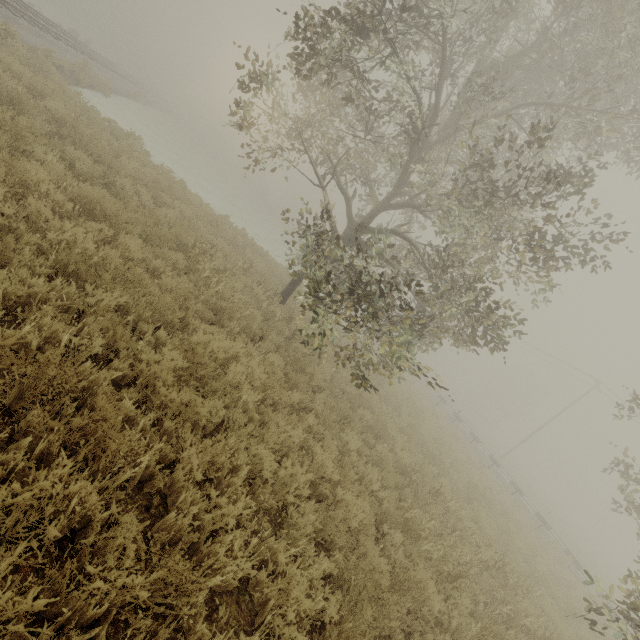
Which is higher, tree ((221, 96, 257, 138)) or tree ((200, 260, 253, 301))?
tree ((221, 96, 257, 138))

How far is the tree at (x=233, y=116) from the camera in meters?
7.8

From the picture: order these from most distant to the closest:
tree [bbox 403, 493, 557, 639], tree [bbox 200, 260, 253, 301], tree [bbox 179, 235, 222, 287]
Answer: tree [bbox 179, 235, 222, 287] < tree [bbox 200, 260, 253, 301] < tree [bbox 403, 493, 557, 639]

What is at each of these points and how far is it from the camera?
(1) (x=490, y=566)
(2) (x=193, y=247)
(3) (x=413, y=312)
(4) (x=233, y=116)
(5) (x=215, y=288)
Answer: (1) tree, 7.83m
(2) tree, 8.70m
(3) tree, 12.48m
(4) tree, 9.16m
(5) tree, 7.84m

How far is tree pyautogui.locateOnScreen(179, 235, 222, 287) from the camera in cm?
789

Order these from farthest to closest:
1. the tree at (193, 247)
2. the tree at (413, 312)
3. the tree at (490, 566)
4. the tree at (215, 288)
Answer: the tree at (193, 247) < the tree at (215, 288) < the tree at (413, 312) < the tree at (490, 566)
